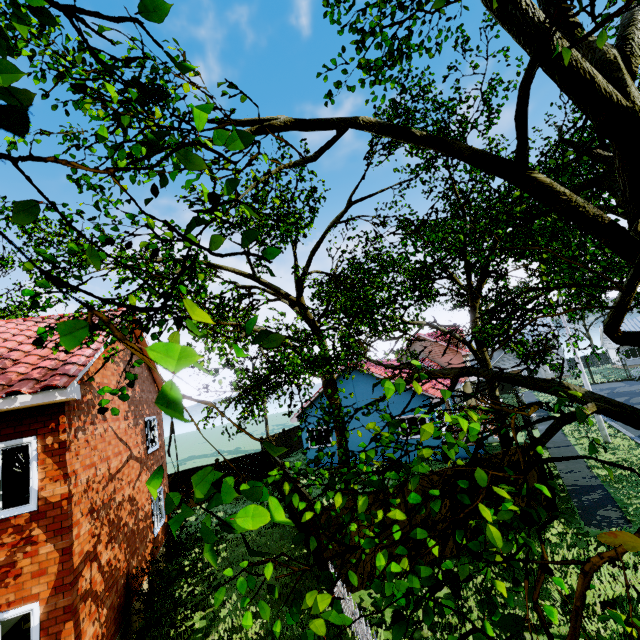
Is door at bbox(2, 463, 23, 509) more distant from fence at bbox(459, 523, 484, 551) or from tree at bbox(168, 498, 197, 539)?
fence at bbox(459, 523, 484, 551)

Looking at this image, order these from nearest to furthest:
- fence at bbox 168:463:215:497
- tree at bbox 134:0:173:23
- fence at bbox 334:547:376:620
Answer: tree at bbox 134:0:173:23 → fence at bbox 334:547:376:620 → fence at bbox 168:463:215:497

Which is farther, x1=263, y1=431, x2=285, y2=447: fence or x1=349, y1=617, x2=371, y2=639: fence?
x1=263, y1=431, x2=285, y2=447: fence

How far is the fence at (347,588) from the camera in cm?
731

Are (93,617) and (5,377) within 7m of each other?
yes

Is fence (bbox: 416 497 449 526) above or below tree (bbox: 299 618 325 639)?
below

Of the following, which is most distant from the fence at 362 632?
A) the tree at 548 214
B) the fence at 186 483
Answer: the tree at 548 214

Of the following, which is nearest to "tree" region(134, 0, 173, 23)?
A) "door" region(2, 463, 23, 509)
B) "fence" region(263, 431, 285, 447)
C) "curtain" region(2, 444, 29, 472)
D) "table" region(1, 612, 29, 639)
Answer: "fence" region(263, 431, 285, 447)
